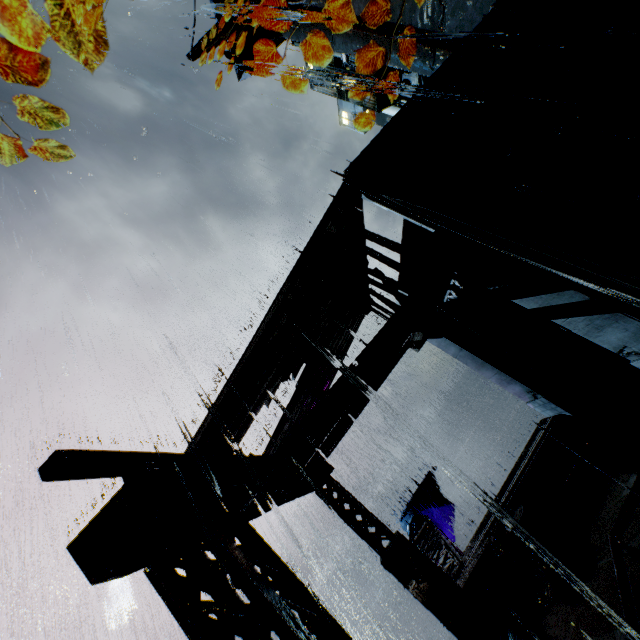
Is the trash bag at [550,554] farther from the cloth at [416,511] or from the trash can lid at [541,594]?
the cloth at [416,511]

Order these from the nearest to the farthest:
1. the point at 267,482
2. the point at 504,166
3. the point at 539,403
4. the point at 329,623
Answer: the point at 329,623 → the point at 267,482 → the point at 504,166 → the point at 539,403

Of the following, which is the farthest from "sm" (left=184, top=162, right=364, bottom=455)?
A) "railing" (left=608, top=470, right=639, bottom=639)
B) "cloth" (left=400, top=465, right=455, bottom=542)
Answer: "cloth" (left=400, top=465, right=455, bottom=542)

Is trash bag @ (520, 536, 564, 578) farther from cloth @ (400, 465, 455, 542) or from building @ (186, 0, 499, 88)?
cloth @ (400, 465, 455, 542)

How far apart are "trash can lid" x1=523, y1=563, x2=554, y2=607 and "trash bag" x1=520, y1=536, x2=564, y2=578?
0.0m

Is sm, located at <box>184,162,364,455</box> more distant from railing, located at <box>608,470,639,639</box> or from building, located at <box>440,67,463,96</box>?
railing, located at <box>608,470,639,639</box>

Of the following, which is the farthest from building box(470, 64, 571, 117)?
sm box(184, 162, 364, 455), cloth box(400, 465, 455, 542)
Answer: cloth box(400, 465, 455, 542)

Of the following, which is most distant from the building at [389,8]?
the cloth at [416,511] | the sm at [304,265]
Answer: the cloth at [416,511]
